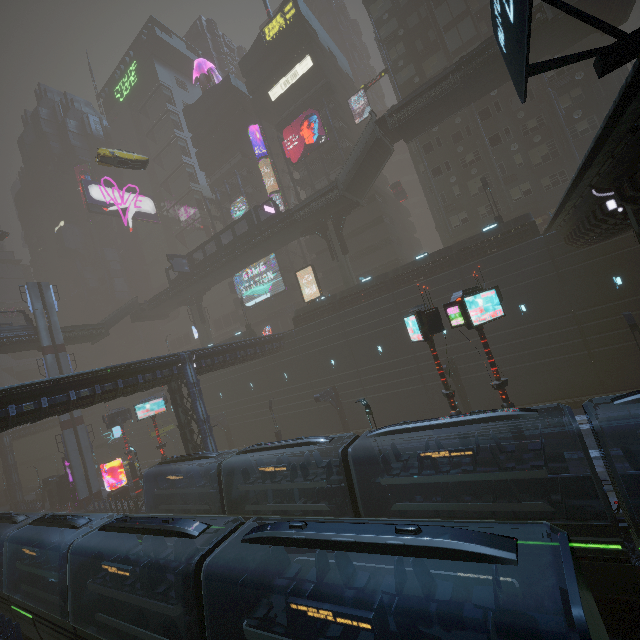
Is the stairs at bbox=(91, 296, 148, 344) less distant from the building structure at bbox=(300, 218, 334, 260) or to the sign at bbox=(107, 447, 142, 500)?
the sign at bbox=(107, 447, 142, 500)

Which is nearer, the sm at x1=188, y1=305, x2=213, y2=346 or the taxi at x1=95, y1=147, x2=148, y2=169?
the taxi at x1=95, y1=147, x2=148, y2=169

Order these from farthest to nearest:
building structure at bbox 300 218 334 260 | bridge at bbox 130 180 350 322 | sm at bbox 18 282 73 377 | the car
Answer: the car
sm at bbox 18 282 73 377
building structure at bbox 300 218 334 260
bridge at bbox 130 180 350 322

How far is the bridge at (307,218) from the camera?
34.41m

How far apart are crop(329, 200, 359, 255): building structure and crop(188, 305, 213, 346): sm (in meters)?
→ 25.74

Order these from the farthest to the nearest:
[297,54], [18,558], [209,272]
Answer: [297,54]
[209,272]
[18,558]

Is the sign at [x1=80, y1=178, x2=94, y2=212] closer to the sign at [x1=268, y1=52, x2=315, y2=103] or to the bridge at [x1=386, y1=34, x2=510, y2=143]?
the sign at [x1=268, y1=52, x2=315, y2=103]

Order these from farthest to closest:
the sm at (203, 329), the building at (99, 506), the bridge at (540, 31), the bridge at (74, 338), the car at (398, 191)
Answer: the sm at (203, 329) → the car at (398, 191) → the bridge at (74, 338) → the building at (99, 506) → the bridge at (540, 31)
